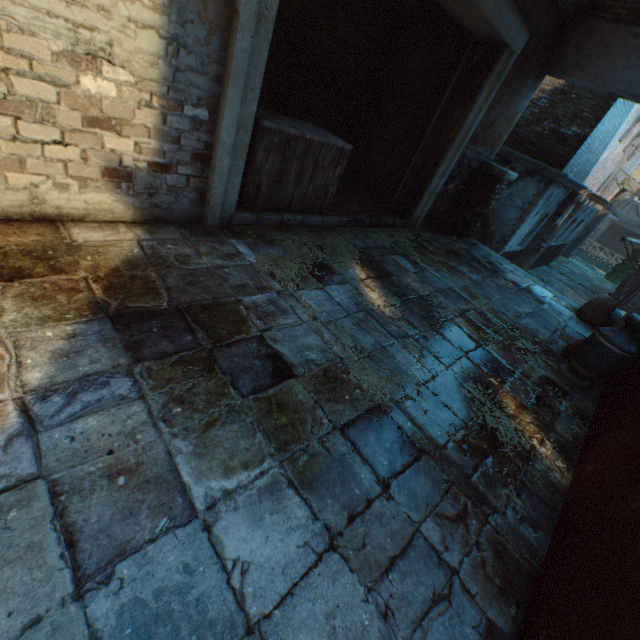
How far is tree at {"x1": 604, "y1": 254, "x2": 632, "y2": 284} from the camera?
22.5 meters

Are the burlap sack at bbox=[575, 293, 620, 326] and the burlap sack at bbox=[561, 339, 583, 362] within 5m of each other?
yes

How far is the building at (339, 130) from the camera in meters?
6.2 m

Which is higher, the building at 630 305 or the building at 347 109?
the building at 347 109

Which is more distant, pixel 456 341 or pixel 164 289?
pixel 456 341

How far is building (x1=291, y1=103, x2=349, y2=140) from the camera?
6.2 meters

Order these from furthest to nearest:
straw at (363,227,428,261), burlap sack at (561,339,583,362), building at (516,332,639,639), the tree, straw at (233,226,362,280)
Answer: the tree < straw at (363,227,428,261) < burlap sack at (561,339,583,362) < straw at (233,226,362,280) < building at (516,332,639,639)

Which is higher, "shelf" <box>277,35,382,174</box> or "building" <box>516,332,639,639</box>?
"shelf" <box>277,35,382,174</box>
